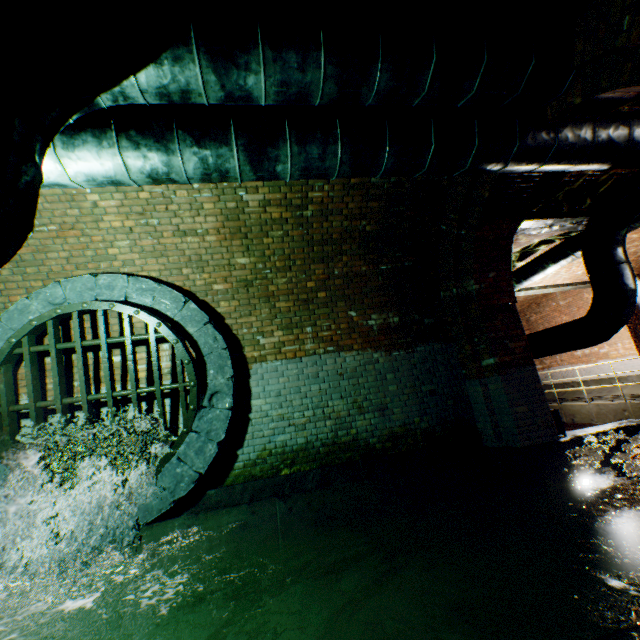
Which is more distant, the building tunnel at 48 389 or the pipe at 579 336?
the pipe at 579 336

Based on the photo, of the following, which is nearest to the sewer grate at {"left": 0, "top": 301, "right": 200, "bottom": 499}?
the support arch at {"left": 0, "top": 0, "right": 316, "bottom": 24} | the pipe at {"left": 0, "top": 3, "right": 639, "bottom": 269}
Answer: the pipe at {"left": 0, "top": 3, "right": 639, "bottom": 269}

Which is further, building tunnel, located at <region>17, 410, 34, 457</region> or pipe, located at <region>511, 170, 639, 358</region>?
pipe, located at <region>511, 170, 639, 358</region>

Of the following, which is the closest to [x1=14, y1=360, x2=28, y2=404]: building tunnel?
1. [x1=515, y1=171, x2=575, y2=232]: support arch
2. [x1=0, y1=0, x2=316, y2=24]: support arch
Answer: [x1=0, y1=0, x2=316, y2=24]: support arch

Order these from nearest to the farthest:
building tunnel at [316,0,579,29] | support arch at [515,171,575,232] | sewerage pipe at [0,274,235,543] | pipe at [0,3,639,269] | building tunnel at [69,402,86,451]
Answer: pipe at [0,3,639,269], building tunnel at [316,0,579,29], sewerage pipe at [0,274,235,543], building tunnel at [69,402,86,451], support arch at [515,171,575,232]

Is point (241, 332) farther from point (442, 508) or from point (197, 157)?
point (442, 508)

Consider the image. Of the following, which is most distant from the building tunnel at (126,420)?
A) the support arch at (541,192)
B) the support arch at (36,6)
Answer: the support arch at (541,192)

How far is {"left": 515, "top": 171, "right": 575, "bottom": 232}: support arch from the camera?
5.4 meters
